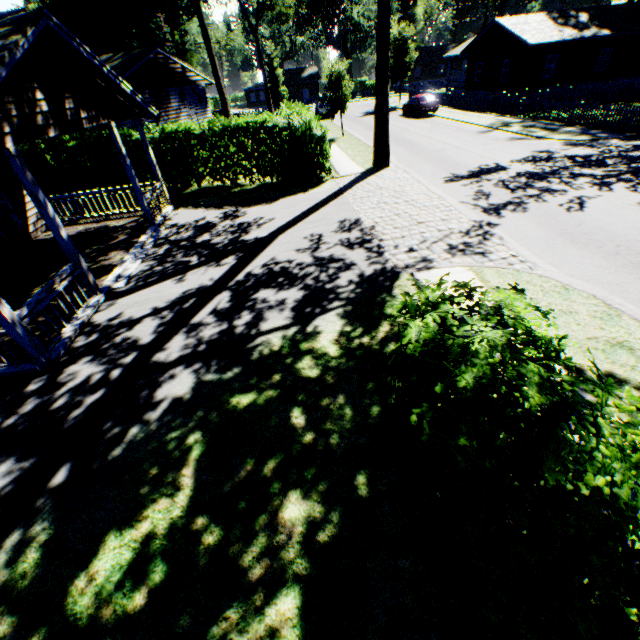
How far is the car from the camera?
29.8 meters

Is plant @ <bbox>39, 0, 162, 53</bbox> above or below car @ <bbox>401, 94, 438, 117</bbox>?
above

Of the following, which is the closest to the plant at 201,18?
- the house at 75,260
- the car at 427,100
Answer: the house at 75,260

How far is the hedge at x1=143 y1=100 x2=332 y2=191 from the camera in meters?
14.3 m

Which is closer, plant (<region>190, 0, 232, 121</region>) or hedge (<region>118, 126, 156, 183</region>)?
hedge (<region>118, 126, 156, 183</region>)

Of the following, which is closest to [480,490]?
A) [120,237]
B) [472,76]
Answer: [120,237]

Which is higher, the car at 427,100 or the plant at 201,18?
the plant at 201,18
